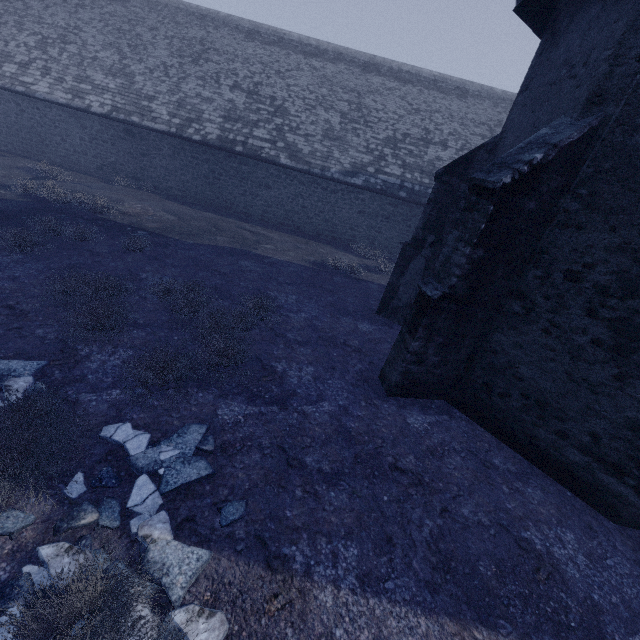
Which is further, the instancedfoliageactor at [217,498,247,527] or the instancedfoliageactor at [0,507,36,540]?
the instancedfoliageactor at [217,498,247,527]

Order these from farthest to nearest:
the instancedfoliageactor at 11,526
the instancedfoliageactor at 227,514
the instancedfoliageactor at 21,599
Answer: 1. the instancedfoliageactor at 227,514
2. the instancedfoliageactor at 11,526
3. the instancedfoliageactor at 21,599

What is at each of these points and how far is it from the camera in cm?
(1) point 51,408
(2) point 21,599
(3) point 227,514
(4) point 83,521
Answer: (1) instancedfoliageactor, 421
(2) instancedfoliageactor, 268
(3) instancedfoliageactor, 367
(4) instancedfoliageactor, 326

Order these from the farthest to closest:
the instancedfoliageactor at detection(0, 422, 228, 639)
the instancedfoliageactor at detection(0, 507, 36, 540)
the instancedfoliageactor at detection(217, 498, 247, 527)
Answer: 1. the instancedfoliageactor at detection(217, 498, 247, 527)
2. the instancedfoliageactor at detection(0, 507, 36, 540)
3. the instancedfoliageactor at detection(0, 422, 228, 639)

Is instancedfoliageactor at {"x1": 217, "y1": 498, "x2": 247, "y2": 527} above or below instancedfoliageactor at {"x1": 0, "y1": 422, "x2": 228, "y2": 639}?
below

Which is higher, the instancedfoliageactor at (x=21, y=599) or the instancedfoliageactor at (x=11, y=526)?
the instancedfoliageactor at (x=21, y=599)
